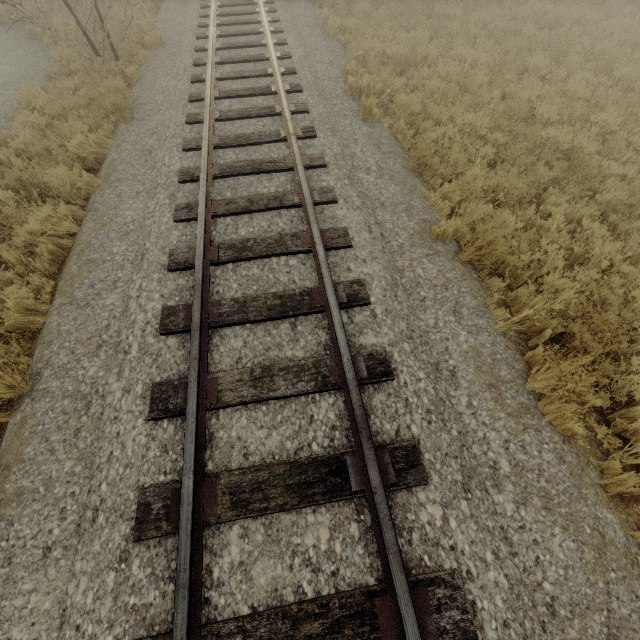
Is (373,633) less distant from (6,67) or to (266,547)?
(266,547)
